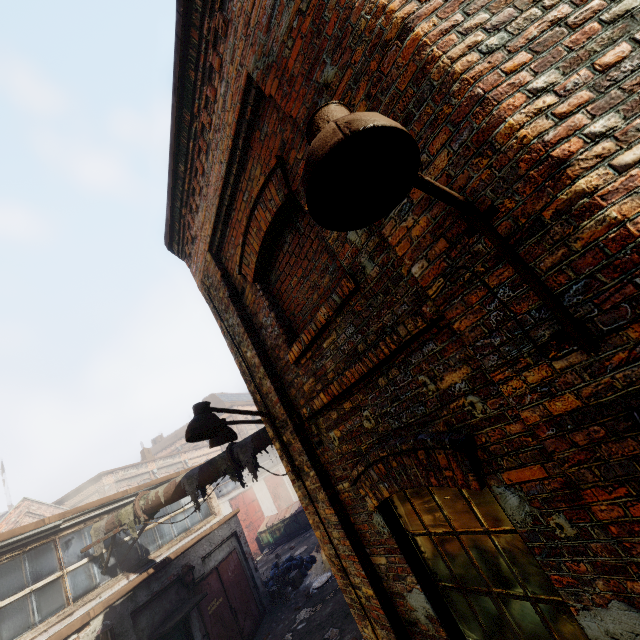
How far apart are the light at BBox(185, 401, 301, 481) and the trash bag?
14.1 meters

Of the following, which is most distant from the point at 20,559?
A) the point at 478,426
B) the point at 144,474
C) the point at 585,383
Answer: the point at 144,474

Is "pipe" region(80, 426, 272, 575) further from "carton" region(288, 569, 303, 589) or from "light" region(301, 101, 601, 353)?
"carton" region(288, 569, 303, 589)

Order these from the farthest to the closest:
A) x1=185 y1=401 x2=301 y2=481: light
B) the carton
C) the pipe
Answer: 1. the carton
2. the pipe
3. x1=185 y1=401 x2=301 y2=481: light

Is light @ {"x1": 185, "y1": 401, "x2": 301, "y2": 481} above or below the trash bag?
above

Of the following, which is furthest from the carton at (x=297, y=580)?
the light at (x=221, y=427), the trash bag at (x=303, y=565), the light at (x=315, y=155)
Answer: the light at (x=315, y=155)

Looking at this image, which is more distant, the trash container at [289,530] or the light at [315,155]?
the trash container at [289,530]

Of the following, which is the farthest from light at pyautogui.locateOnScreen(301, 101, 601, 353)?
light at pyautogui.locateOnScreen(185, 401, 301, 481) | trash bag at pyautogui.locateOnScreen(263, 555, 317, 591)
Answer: trash bag at pyautogui.locateOnScreen(263, 555, 317, 591)
